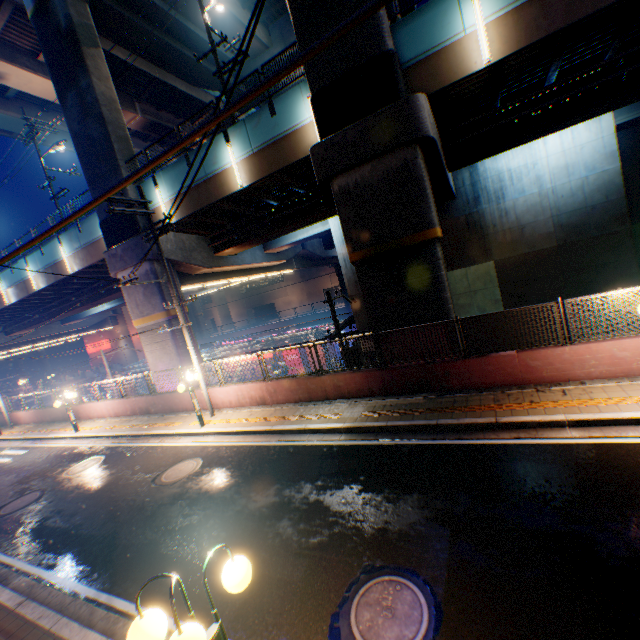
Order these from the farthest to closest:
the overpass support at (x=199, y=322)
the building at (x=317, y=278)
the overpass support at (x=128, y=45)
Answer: the building at (x=317, y=278) < the overpass support at (x=199, y=322) < the overpass support at (x=128, y=45)

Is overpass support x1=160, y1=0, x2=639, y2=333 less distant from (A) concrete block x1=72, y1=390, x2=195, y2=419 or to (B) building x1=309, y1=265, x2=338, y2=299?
(A) concrete block x1=72, y1=390, x2=195, y2=419

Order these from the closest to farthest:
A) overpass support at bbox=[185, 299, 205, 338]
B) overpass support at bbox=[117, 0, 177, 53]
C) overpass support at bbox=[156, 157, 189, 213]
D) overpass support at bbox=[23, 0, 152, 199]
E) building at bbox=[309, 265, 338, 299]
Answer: overpass support at bbox=[156, 157, 189, 213], overpass support at bbox=[23, 0, 152, 199], overpass support at bbox=[117, 0, 177, 53], overpass support at bbox=[185, 299, 205, 338], building at bbox=[309, 265, 338, 299]

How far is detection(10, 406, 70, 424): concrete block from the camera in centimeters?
2119cm

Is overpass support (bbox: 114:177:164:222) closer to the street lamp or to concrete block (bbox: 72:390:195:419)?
concrete block (bbox: 72:390:195:419)

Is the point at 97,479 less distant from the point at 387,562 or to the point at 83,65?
the point at 387,562

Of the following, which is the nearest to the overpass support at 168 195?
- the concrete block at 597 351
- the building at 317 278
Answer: the concrete block at 597 351

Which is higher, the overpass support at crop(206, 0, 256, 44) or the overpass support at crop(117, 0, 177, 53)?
the overpass support at crop(206, 0, 256, 44)
